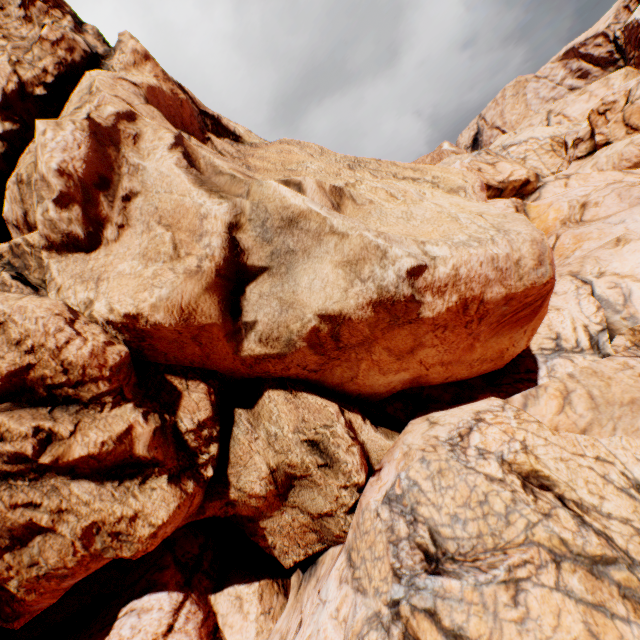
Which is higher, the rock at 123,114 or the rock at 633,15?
the rock at 633,15

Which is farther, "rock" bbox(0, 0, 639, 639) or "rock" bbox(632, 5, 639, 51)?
"rock" bbox(632, 5, 639, 51)

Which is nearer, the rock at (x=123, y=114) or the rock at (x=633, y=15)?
the rock at (x=123, y=114)

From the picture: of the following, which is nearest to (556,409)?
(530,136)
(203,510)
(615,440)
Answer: (615,440)

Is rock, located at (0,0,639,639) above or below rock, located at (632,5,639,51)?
below
